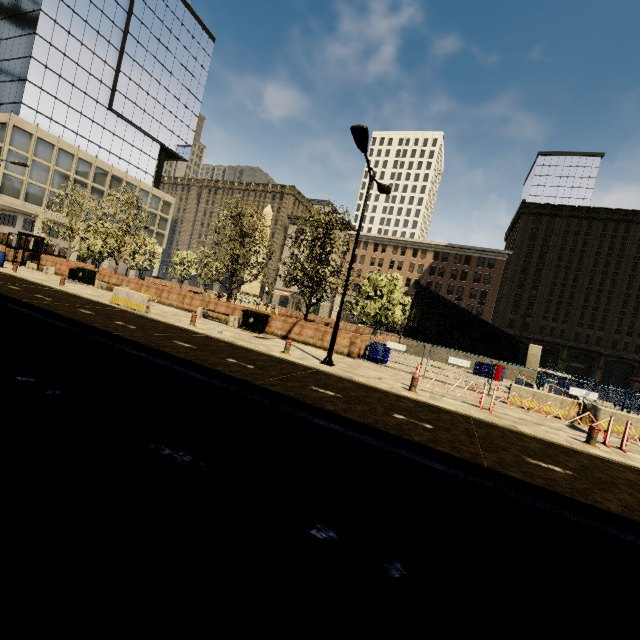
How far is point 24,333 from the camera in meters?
7.3 m

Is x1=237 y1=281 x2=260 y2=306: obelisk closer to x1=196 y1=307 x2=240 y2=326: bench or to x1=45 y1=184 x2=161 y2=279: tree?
x1=45 y1=184 x2=161 y2=279: tree

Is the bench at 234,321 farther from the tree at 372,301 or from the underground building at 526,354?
the underground building at 526,354

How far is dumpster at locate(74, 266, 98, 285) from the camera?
23.1m

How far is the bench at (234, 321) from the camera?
17.9m

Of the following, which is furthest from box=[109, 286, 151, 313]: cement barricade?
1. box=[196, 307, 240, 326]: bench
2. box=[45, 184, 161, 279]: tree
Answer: box=[45, 184, 161, 279]: tree

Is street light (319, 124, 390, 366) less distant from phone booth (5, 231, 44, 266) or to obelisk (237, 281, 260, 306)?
obelisk (237, 281, 260, 306)

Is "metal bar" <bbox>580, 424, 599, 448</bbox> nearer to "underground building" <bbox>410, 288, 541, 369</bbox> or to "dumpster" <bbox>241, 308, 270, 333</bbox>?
"dumpster" <bbox>241, 308, 270, 333</bbox>
